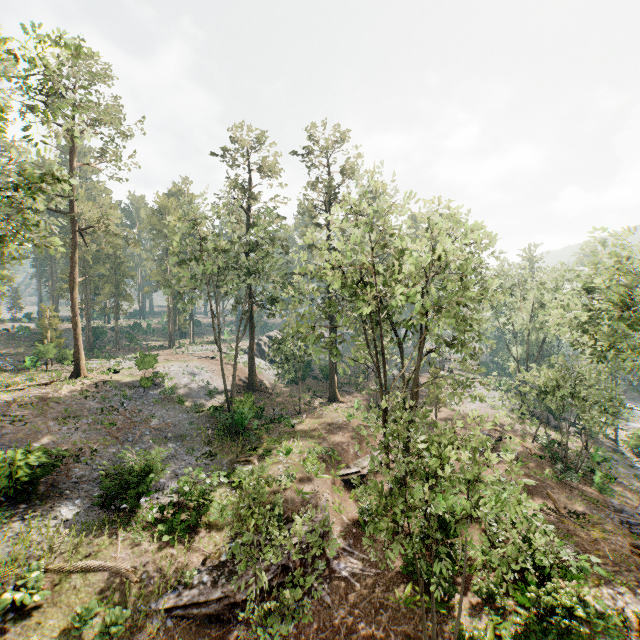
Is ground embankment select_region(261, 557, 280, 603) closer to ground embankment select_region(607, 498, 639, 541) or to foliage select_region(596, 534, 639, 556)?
foliage select_region(596, 534, 639, 556)

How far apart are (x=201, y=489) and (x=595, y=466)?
31.76m

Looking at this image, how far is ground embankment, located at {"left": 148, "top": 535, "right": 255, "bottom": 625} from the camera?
12.23m

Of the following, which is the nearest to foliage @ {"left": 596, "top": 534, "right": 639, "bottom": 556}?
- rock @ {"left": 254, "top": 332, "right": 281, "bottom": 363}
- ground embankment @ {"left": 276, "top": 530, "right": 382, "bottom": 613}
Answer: rock @ {"left": 254, "top": 332, "right": 281, "bottom": 363}

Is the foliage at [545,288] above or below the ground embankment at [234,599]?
above

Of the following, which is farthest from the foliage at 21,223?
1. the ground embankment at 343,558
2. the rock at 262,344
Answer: the ground embankment at 343,558

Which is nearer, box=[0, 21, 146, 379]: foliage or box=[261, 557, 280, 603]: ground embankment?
box=[0, 21, 146, 379]: foliage
